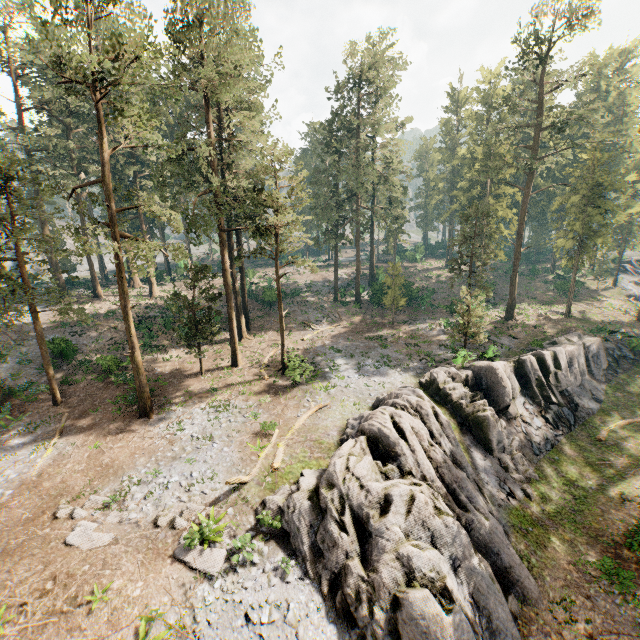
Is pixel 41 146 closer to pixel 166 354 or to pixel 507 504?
pixel 166 354

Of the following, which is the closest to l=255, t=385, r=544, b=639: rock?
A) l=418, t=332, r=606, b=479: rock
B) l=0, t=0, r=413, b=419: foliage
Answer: l=418, t=332, r=606, b=479: rock

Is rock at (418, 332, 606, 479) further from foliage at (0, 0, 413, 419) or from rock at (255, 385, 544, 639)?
foliage at (0, 0, 413, 419)

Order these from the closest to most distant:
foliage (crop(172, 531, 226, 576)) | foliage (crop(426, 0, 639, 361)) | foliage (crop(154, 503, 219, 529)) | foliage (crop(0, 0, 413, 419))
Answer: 1. foliage (crop(172, 531, 226, 576))
2. foliage (crop(154, 503, 219, 529))
3. foliage (crop(0, 0, 413, 419))
4. foliage (crop(426, 0, 639, 361))

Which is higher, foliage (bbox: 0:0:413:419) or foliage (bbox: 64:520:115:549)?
foliage (bbox: 0:0:413:419)

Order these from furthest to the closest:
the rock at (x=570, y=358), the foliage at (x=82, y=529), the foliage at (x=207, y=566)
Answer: the rock at (x=570, y=358) → the foliage at (x=82, y=529) → the foliage at (x=207, y=566)

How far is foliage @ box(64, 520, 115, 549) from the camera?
13.21m

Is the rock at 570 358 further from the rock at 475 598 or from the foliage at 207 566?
the foliage at 207 566
